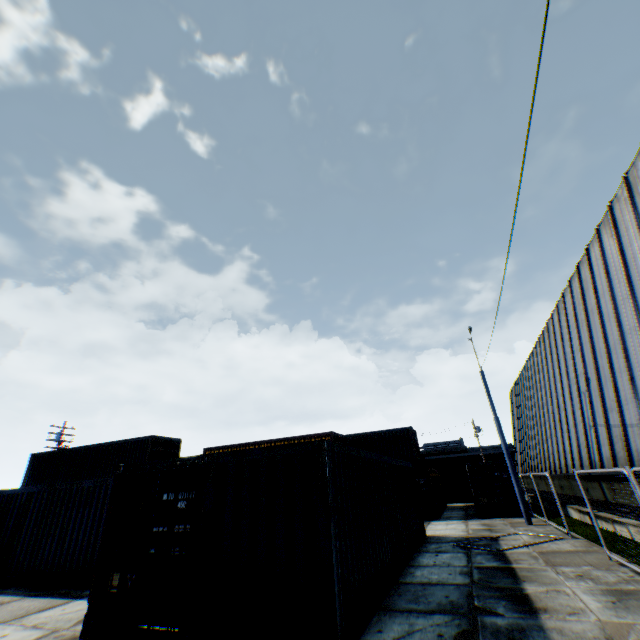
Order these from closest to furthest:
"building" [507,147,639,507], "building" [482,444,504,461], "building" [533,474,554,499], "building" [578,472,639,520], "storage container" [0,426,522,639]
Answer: "storage container" [0,426,522,639] → "building" [507,147,639,507] → "building" [578,472,639,520] → "building" [533,474,554,499] → "building" [482,444,504,461]

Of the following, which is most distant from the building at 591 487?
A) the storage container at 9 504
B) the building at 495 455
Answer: the building at 495 455

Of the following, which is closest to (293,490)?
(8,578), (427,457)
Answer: (8,578)

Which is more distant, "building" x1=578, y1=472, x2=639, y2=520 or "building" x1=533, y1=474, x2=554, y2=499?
"building" x1=533, y1=474, x2=554, y2=499

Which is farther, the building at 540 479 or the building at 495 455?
the building at 495 455

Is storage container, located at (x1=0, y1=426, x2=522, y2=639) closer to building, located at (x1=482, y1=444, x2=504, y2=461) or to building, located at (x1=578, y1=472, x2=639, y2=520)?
building, located at (x1=578, y1=472, x2=639, y2=520)

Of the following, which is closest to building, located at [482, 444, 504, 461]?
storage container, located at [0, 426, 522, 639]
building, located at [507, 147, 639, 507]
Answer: building, located at [507, 147, 639, 507]
